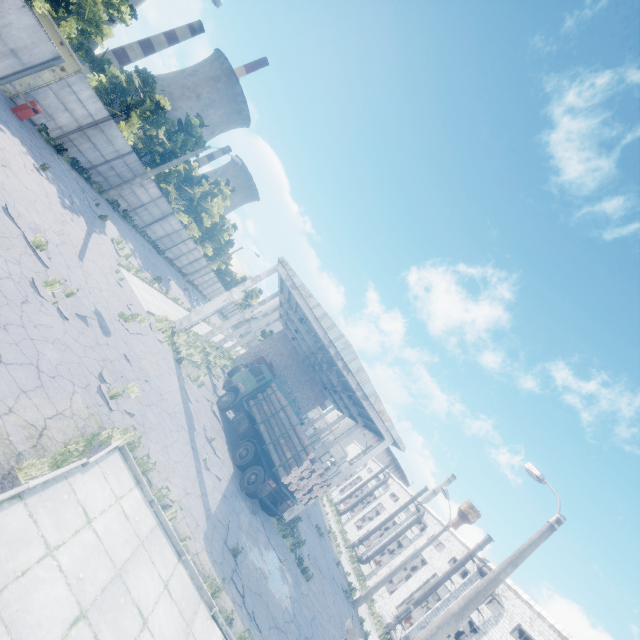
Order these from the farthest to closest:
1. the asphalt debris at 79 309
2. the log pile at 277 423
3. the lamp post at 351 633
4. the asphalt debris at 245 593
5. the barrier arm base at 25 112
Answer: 1. the log pile at 277 423
2. the barrier arm base at 25 112
3. the asphalt debris at 79 309
4. the asphalt debris at 245 593
5. the lamp post at 351 633

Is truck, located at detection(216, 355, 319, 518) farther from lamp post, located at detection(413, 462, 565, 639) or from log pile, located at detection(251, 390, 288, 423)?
lamp post, located at detection(413, 462, 565, 639)

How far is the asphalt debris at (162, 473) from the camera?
8.8m

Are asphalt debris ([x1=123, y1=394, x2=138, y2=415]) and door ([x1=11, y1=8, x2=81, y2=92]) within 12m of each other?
no

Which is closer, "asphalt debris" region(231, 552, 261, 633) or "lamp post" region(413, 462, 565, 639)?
"lamp post" region(413, 462, 565, 639)

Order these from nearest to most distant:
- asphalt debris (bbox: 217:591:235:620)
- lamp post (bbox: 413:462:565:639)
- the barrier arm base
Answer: asphalt debris (bbox: 217:591:235:620) < lamp post (bbox: 413:462:565:639) < the barrier arm base

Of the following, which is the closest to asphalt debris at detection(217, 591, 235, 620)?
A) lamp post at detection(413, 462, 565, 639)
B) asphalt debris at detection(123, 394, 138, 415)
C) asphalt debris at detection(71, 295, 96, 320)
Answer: lamp post at detection(413, 462, 565, 639)

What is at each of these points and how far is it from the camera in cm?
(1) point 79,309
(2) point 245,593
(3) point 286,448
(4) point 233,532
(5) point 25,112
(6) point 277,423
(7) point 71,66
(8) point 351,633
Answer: (1) asphalt debris, 995
(2) asphalt debris, 941
(3) log pile, 1514
(4) asphalt debris, 1109
(5) barrier arm base, 1565
(6) log pile, 1670
(7) door, 1648
(8) lamp post, 412
